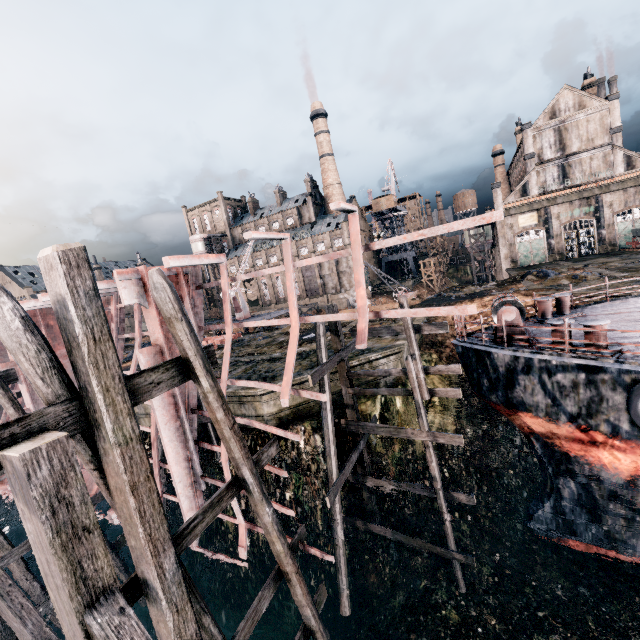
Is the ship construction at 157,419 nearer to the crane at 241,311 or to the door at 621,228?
the crane at 241,311

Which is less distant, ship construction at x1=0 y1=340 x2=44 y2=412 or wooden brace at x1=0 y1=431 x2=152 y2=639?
wooden brace at x1=0 y1=431 x2=152 y2=639

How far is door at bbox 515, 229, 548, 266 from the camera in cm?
4888

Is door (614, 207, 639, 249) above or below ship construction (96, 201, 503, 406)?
below

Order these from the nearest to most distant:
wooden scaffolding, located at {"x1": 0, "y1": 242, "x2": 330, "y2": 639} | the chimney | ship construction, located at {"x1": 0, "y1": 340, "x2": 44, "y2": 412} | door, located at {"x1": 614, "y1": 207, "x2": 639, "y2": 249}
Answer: wooden scaffolding, located at {"x1": 0, "y1": 242, "x2": 330, "y2": 639} → ship construction, located at {"x1": 0, "y1": 340, "x2": 44, "y2": 412} → door, located at {"x1": 614, "y1": 207, "x2": 639, "y2": 249} → the chimney

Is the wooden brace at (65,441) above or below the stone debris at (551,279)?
above

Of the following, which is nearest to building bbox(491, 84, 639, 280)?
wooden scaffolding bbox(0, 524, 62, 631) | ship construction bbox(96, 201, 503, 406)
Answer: ship construction bbox(96, 201, 503, 406)

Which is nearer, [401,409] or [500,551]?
[500,551]
